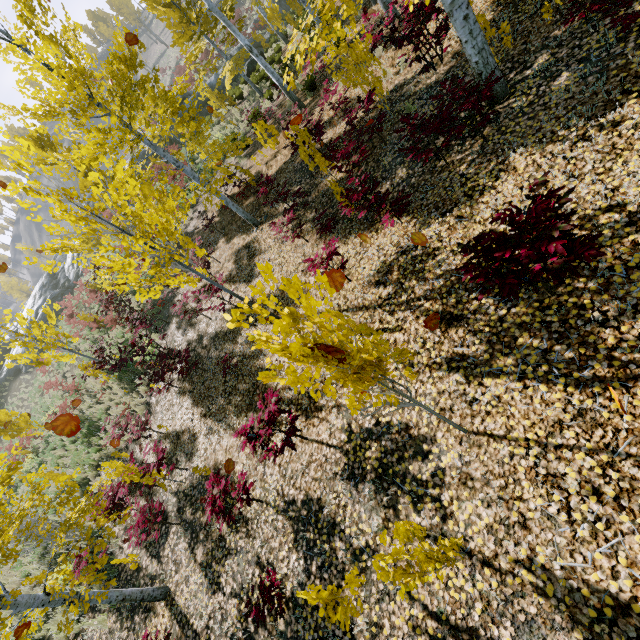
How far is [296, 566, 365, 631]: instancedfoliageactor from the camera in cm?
302

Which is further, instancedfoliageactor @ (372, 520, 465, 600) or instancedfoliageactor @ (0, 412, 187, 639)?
instancedfoliageactor @ (0, 412, 187, 639)

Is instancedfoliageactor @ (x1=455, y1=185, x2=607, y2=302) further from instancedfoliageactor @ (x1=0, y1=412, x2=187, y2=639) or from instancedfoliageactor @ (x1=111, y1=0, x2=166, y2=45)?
instancedfoliageactor @ (x1=111, y1=0, x2=166, y2=45)

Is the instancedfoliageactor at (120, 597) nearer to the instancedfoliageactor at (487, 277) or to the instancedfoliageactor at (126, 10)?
the instancedfoliageactor at (487, 277)

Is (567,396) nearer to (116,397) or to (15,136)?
(116,397)

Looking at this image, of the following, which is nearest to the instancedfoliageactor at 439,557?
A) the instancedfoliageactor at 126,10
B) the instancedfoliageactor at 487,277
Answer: A: the instancedfoliageactor at 487,277
